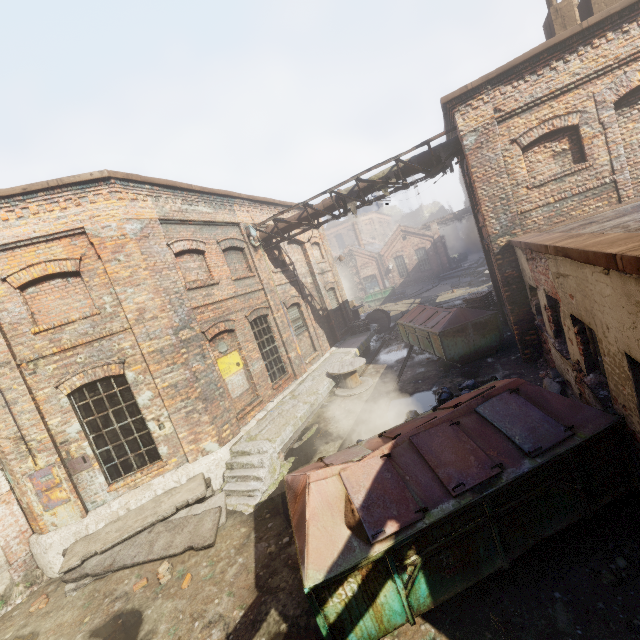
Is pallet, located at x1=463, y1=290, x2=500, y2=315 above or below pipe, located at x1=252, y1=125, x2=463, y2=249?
below

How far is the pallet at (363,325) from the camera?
18.20m

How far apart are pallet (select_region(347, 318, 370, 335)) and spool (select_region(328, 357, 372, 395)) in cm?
510

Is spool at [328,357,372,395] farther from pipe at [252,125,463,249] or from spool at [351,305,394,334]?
spool at [351,305,394,334]

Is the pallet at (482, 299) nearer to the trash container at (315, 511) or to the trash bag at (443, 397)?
the trash bag at (443, 397)

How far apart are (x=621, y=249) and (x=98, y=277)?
9.52m

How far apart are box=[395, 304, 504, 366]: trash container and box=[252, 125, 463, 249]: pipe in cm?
440

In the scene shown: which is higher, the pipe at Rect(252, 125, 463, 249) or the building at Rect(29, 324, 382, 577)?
the pipe at Rect(252, 125, 463, 249)
